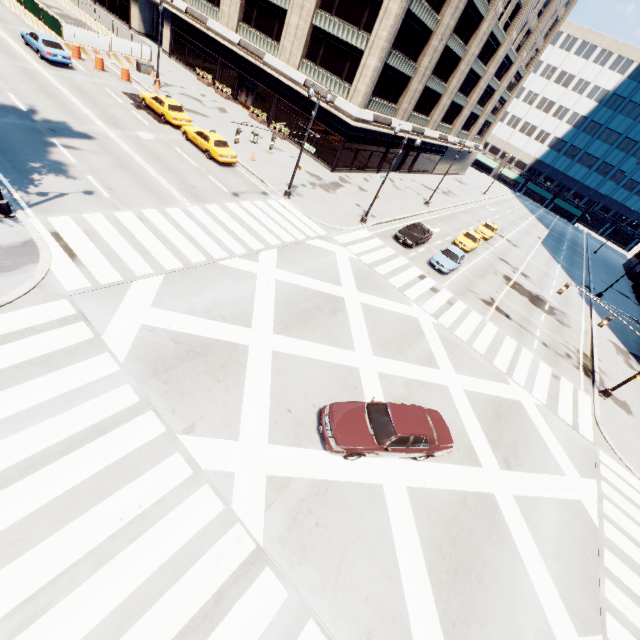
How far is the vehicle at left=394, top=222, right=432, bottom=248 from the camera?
26.64m

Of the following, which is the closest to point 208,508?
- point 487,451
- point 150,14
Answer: point 487,451

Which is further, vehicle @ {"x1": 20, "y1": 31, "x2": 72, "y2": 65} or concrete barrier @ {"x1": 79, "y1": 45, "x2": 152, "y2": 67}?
concrete barrier @ {"x1": 79, "y1": 45, "x2": 152, "y2": 67}

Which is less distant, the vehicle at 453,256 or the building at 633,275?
the vehicle at 453,256

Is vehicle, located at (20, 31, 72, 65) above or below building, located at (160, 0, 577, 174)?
below

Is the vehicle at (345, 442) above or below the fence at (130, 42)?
below

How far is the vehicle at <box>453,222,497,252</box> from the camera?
31.8 meters

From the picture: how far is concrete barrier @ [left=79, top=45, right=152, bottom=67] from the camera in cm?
3015
